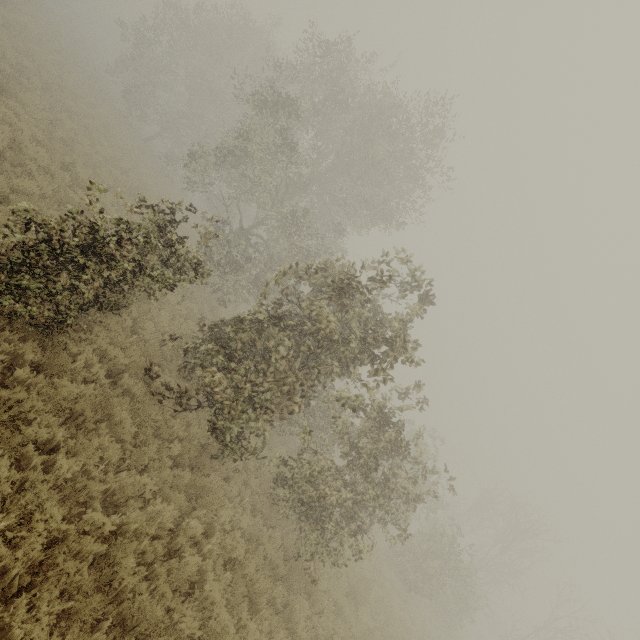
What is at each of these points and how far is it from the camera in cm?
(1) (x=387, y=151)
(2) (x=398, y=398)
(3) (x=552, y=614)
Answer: (1) tree, 1692
(2) tree, 1110
(3) tree, 2289

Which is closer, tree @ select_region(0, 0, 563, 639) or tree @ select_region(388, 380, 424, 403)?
tree @ select_region(0, 0, 563, 639)

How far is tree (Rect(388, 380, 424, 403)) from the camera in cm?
975

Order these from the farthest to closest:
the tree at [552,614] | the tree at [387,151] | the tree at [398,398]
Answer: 1. the tree at [552,614]
2. the tree at [398,398]
3. the tree at [387,151]

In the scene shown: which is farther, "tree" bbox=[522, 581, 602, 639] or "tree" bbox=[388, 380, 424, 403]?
"tree" bbox=[522, 581, 602, 639]

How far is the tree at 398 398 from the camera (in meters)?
9.75

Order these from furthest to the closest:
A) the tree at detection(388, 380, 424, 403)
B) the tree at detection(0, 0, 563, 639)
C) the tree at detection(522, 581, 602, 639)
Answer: the tree at detection(522, 581, 602, 639) → the tree at detection(388, 380, 424, 403) → the tree at detection(0, 0, 563, 639)
